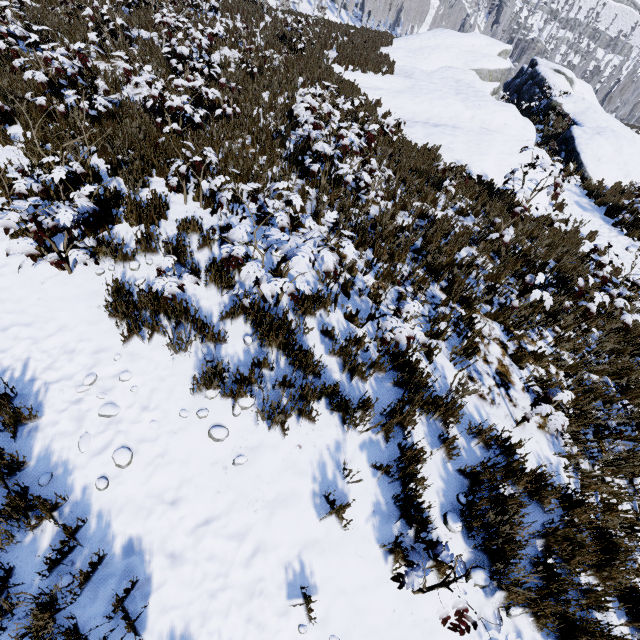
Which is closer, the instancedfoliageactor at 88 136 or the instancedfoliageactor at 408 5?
the instancedfoliageactor at 88 136

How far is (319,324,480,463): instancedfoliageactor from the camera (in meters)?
3.46

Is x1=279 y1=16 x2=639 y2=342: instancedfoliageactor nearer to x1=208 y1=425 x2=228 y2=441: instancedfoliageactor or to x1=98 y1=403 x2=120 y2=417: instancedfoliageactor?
x1=98 y1=403 x2=120 y2=417: instancedfoliageactor

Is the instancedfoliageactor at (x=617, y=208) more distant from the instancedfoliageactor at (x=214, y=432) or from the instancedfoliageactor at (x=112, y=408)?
the instancedfoliageactor at (x=214, y=432)

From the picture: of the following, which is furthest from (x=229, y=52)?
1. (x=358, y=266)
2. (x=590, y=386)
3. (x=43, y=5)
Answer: (x=590, y=386)

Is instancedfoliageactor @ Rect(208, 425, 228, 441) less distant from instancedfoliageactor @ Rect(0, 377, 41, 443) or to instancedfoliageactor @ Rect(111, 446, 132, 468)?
instancedfoliageactor @ Rect(111, 446, 132, 468)

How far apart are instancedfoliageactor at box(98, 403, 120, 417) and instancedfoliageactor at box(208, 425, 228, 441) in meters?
1.0
